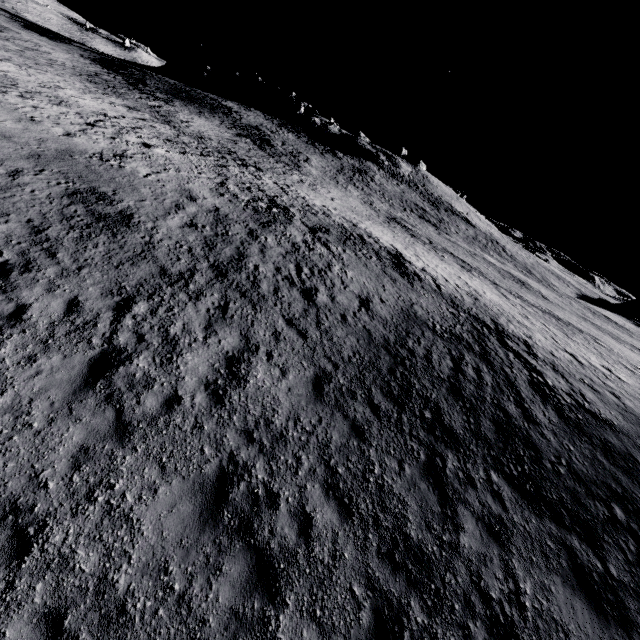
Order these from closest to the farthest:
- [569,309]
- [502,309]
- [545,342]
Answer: [545,342], [502,309], [569,309]
